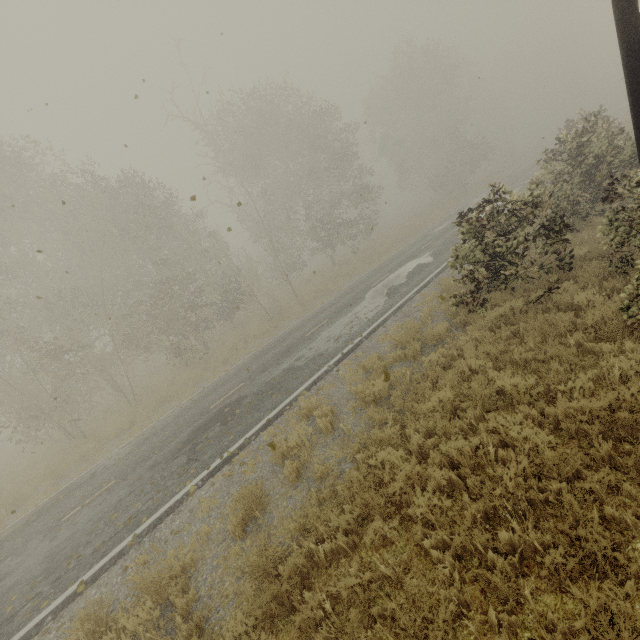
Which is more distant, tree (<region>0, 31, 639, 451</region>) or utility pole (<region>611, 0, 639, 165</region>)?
tree (<region>0, 31, 639, 451</region>)

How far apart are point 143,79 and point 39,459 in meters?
21.4

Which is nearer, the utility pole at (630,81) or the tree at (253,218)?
the utility pole at (630,81)
